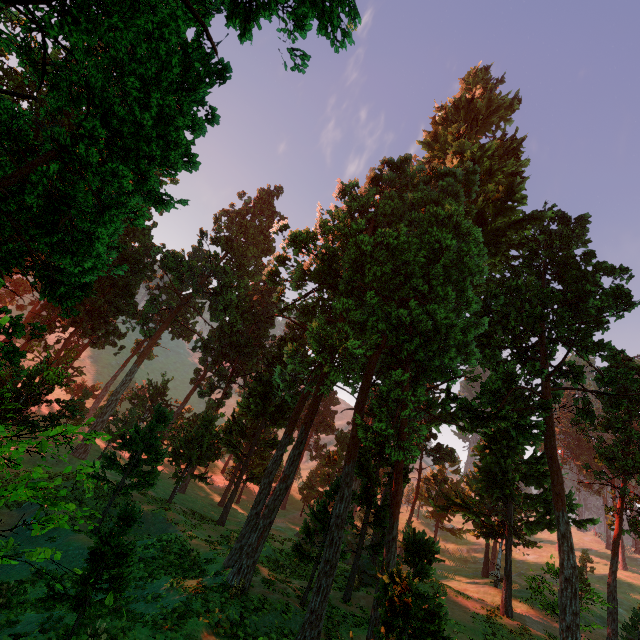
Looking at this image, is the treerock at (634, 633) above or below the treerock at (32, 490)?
above

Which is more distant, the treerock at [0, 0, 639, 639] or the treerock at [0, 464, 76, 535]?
the treerock at [0, 0, 639, 639]

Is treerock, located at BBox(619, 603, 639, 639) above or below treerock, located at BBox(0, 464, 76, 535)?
above

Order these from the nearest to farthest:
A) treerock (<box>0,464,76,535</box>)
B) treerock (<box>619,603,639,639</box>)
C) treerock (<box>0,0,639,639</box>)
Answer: treerock (<box>0,464,76,535</box>) < treerock (<box>0,0,639,639</box>) < treerock (<box>619,603,639,639</box>)

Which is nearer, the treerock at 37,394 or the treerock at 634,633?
the treerock at 37,394

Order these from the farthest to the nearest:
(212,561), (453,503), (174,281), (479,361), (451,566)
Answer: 1. (451,566)
2. (174,281)
3. (453,503)
4. (479,361)
5. (212,561)
